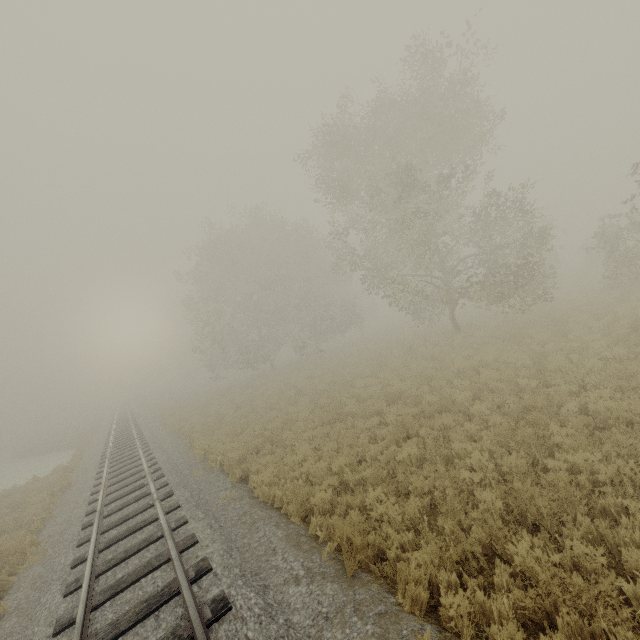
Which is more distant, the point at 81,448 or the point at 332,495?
the point at 81,448
